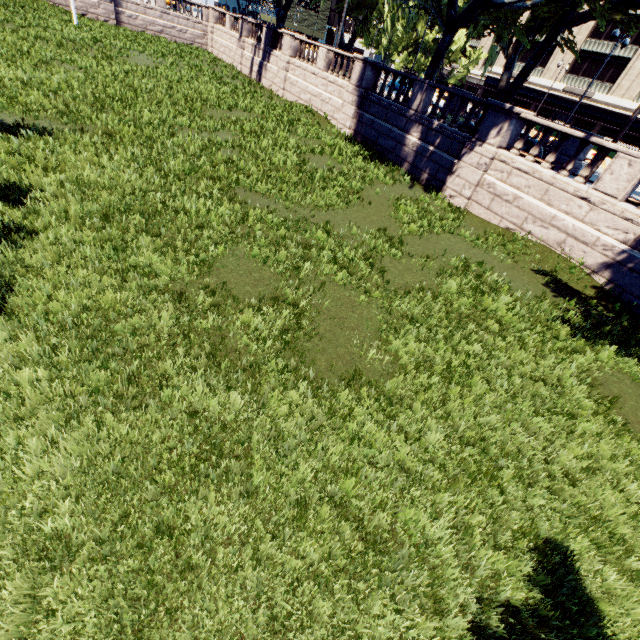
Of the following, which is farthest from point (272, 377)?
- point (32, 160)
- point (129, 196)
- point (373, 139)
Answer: point (373, 139)

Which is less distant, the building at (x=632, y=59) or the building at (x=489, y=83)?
the building at (x=632, y=59)

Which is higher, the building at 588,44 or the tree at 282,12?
the building at 588,44

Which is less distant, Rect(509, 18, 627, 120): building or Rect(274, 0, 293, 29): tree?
Rect(274, 0, 293, 29): tree

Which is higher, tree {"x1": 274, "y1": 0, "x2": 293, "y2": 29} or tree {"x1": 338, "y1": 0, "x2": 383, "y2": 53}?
tree {"x1": 338, "y1": 0, "x2": 383, "y2": 53}

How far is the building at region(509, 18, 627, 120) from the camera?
41.8m

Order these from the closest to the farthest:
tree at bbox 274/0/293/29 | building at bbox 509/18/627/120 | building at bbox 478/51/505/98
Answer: tree at bbox 274/0/293/29
building at bbox 509/18/627/120
building at bbox 478/51/505/98
